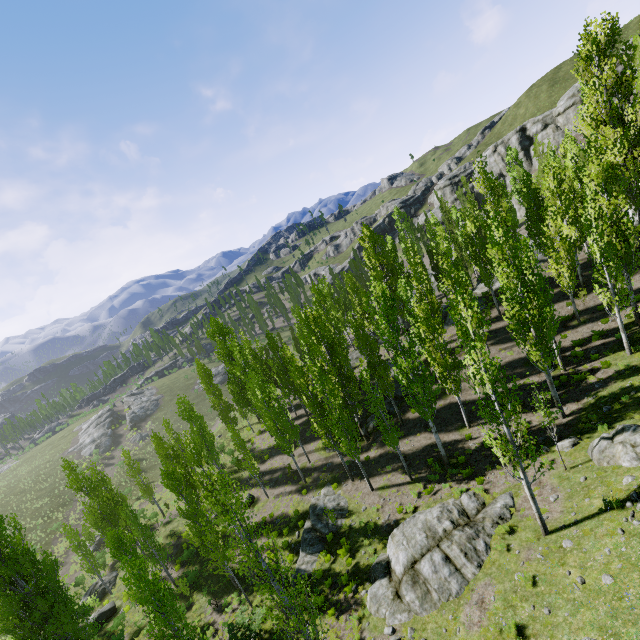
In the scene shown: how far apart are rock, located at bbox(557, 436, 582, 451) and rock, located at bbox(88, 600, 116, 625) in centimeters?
3500cm

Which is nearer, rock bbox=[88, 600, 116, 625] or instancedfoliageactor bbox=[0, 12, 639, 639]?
instancedfoliageactor bbox=[0, 12, 639, 639]

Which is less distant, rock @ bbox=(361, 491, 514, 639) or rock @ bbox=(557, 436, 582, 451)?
rock @ bbox=(361, 491, 514, 639)

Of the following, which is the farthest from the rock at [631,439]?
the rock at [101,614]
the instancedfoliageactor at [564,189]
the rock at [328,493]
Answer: the rock at [101,614]

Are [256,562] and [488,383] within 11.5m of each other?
yes

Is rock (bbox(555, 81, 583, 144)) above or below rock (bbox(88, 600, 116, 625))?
above

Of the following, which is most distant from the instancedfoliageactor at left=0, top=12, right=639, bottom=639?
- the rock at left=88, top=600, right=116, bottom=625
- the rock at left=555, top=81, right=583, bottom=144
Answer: the rock at left=88, top=600, right=116, bottom=625

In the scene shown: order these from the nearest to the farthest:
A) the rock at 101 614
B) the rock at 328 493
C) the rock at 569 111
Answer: the rock at 328 493 → the rock at 101 614 → the rock at 569 111
